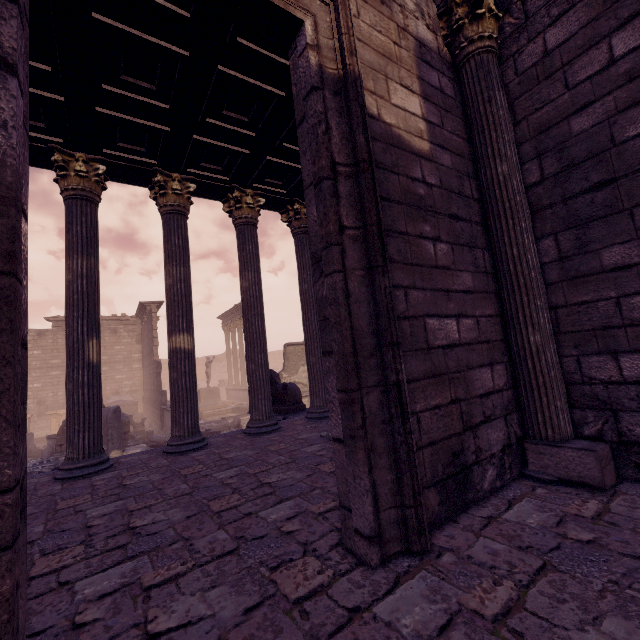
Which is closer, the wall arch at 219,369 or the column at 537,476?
the column at 537,476

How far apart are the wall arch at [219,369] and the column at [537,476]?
41.36m

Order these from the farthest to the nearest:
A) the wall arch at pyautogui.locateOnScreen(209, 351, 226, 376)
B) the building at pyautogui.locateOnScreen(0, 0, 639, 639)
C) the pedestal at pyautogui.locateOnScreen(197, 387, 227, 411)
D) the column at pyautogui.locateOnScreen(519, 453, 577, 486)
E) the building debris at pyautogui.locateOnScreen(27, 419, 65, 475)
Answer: the wall arch at pyautogui.locateOnScreen(209, 351, 226, 376)
the pedestal at pyautogui.locateOnScreen(197, 387, 227, 411)
the building debris at pyautogui.locateOnScreen(27, 419, 65, 475)
the column at pyautogui.locateOnScreen(519, 453, 577, 486)
the building at pyautogui.locateOnScreen(0, 0, 639, 639)

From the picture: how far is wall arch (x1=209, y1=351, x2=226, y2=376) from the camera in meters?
41.2

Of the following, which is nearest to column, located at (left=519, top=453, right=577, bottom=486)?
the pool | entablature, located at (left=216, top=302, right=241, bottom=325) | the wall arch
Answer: the pool

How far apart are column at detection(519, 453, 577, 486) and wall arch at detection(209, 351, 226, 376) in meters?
41.4 m

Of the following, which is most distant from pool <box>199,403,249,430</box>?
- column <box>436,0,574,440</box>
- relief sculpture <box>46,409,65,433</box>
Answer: column <box>436,0,574,440</box>

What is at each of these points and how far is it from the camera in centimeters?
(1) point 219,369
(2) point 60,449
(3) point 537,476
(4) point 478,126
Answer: (1) wall arch, 4172cm
(2) building debris, 1183cm
(3) column, 278cm
(4) column, 328cm
